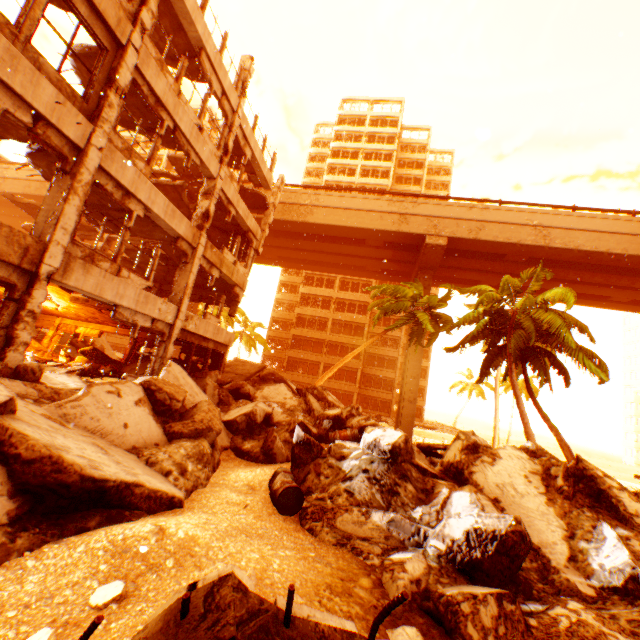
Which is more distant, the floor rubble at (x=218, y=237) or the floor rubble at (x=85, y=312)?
the floor rubble at (x=218, y=237)

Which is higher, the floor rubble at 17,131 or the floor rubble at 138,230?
the floor rubble at 17,131

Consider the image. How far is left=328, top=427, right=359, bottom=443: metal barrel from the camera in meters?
9.4 m

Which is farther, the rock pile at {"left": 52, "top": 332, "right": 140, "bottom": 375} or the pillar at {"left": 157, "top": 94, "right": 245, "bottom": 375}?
the rock pile at {"left": 52, "top": 332, "right": 140, "bottom": 375}

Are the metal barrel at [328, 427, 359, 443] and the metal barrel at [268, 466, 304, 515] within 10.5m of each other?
yes

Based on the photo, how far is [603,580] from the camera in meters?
4.6

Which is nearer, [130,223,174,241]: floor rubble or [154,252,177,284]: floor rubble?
[130,223,174,241]: floor rubble

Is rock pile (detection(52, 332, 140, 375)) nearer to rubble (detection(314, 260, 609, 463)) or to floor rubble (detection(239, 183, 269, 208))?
rubble (detection(314, 260, 609, 463))
